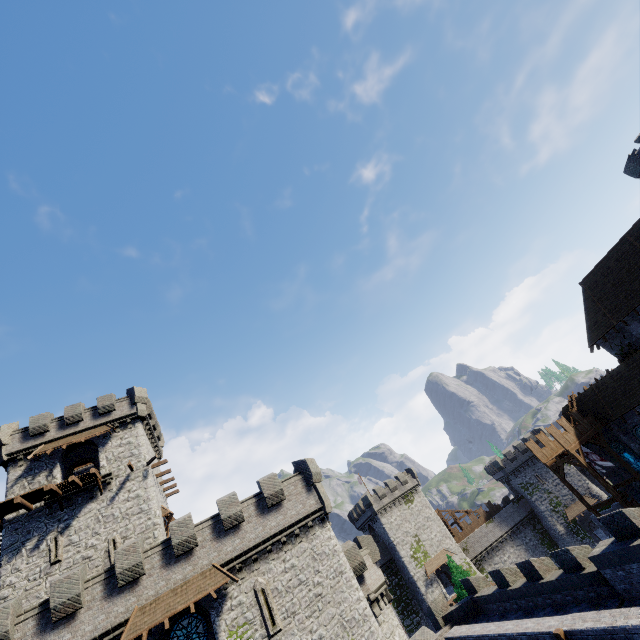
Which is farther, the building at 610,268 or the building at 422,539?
the building at 422,539

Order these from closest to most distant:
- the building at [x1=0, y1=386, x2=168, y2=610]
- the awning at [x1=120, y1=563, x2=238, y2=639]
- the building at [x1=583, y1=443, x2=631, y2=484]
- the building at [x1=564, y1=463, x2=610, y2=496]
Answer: the awning at [x1=120, y1=563, x2=238, y2=639] < the building at [x1=0, y1=386, x2=168, y2=610] < the building at [x1=583, y1=443, x2=631, y2=484] < the building at [x1=564, y1=463, x2=610, y2=496]

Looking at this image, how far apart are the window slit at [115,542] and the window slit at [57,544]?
2.6 meters

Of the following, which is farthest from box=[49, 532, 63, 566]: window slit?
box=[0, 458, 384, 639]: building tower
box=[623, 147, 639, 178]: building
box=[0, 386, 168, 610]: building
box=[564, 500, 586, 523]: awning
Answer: box=[564, 500, 586, 523]: awning

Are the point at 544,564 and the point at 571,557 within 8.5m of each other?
yes

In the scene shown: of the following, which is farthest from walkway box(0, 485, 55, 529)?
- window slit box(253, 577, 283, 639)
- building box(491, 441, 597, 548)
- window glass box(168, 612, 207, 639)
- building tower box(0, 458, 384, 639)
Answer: building box(491, 441, 597, 548)

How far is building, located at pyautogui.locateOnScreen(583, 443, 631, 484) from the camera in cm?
3083

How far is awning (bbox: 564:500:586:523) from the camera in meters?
52.2
